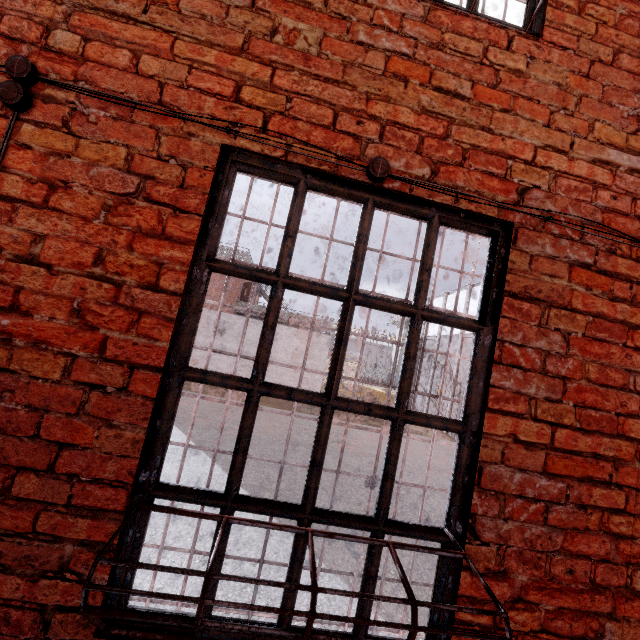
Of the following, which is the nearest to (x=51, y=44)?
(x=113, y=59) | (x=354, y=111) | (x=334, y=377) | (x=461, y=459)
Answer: (x=113, y=59)

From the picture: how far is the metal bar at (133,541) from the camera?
1.24m

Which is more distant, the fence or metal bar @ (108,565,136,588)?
the fence

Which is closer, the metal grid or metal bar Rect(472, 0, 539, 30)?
the metal grid

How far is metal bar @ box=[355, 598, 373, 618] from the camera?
1.3 meters

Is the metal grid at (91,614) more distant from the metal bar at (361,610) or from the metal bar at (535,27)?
the metal bar at (535,27)

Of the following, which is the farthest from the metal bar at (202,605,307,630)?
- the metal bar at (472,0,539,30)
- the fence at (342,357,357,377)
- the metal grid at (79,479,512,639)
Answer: the fence at (342,357,357,377)
